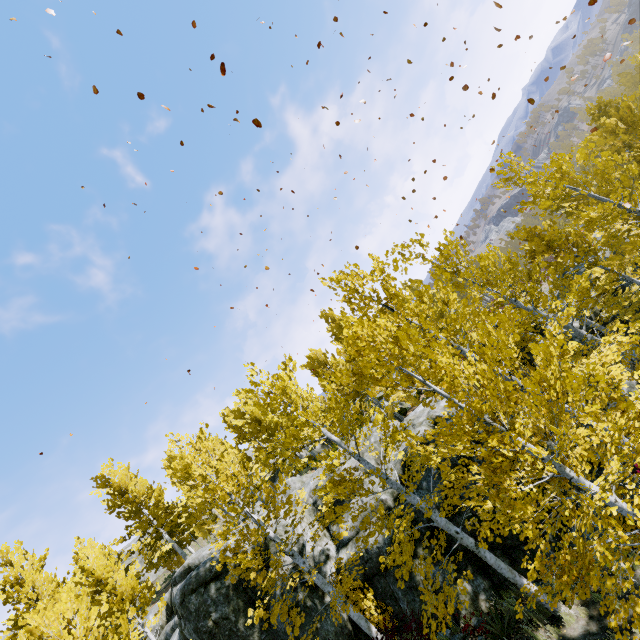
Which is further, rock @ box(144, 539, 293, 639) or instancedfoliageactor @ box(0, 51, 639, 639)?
rock @ box(144, 539, 293, 639)

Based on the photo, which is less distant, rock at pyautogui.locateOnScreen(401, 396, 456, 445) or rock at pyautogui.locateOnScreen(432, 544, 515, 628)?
rock at pyautogui.locateOnScreen(432, 544, 515, 628)

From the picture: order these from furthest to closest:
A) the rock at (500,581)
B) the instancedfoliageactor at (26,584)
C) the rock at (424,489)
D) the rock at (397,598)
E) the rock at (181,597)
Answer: the rock at (181,597)
the rock at (424,489)
the rock at (397,598)
the rock at (500,581)
the instancedfoliageactor at (26,584)

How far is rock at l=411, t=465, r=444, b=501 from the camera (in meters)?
11.77

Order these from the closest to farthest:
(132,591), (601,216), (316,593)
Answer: (601,216) < (316,593) < (132,591)

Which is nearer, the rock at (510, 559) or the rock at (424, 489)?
the rock at (510, 559)
